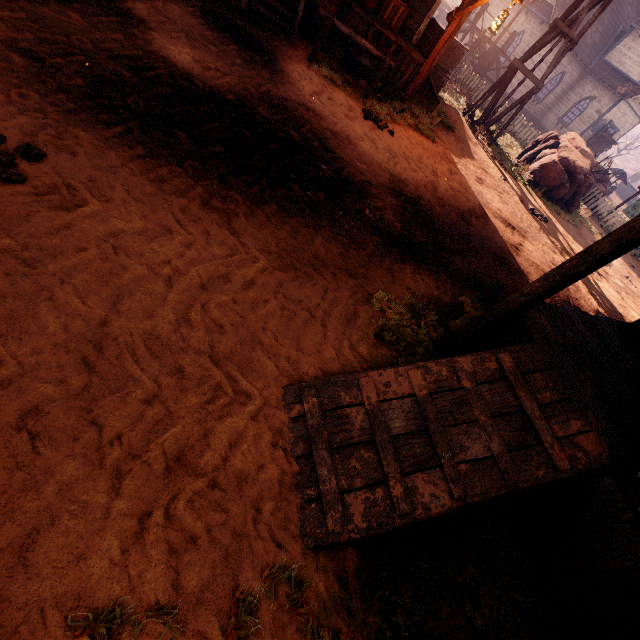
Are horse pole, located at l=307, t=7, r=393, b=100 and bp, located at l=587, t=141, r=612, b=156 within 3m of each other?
no

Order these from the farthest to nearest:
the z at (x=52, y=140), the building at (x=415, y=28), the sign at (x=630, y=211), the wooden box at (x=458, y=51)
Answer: the sign at (x=630, y=211)
the wooden box at (x=458, y=51)
the building at (x=415, y=28)
the z at (x=52, y=140)

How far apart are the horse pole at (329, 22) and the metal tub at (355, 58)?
0.9 meters

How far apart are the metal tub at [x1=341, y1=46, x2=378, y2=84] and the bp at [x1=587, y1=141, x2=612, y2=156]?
25.84m

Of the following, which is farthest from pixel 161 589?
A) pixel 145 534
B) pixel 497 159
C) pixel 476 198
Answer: pixel 497 159

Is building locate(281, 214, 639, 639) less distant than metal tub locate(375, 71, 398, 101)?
Yes

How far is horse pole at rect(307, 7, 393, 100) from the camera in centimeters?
664cm

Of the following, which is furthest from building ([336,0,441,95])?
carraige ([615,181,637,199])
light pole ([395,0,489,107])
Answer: carraige ([615,181,637,199])
